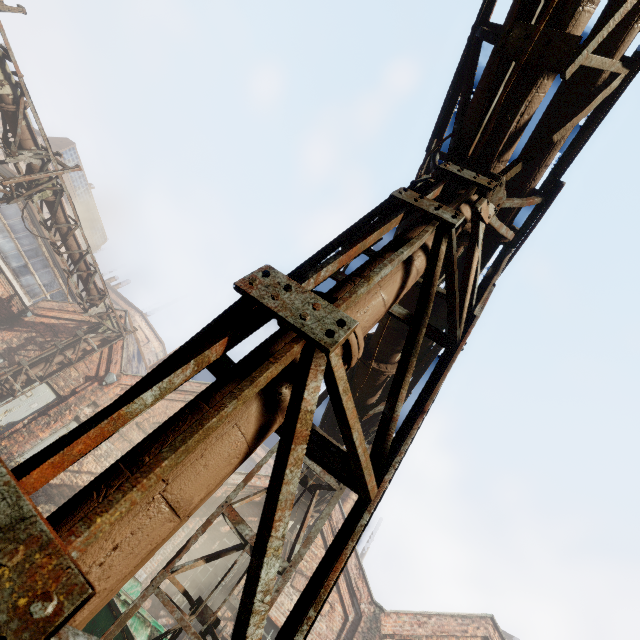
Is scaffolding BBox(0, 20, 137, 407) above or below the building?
below

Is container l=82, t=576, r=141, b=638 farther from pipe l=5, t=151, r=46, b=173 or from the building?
the building

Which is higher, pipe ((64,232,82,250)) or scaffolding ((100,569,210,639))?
pipe ((64,232,82,250))

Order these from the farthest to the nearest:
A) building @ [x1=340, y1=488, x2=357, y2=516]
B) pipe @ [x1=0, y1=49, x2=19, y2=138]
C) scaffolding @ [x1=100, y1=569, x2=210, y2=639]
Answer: building @ [x1=340, y1=488, x2=357, y2=516], pipe @ [x1=0, y1=49, x2=19, y2=138], scaffolding @ [x1=100, y1=569, x2=210, y2=639]

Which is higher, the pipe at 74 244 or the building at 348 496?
the building at 348 496

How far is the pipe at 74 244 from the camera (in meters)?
12.09

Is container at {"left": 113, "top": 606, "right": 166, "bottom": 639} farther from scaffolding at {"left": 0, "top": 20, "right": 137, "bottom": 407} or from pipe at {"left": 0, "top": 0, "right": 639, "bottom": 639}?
scaffolding at {"left": 0, "top": 20, "right": 137, "bottom": 407}

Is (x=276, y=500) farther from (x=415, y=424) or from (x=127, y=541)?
(x=415, y=424)
